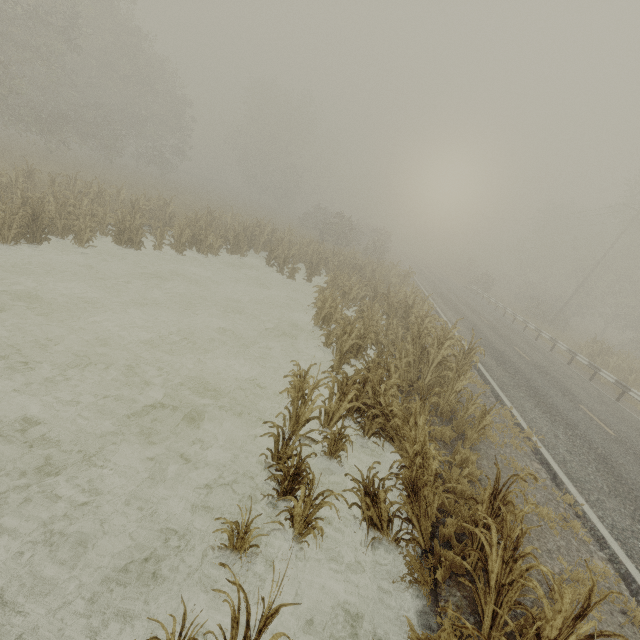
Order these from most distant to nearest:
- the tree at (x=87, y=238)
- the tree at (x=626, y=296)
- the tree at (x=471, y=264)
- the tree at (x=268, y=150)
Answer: the tree at (x=268, y=150), the tree at (x=471, y=264), the tree at (x=626, y=296), the tree at (x=87, y=238)

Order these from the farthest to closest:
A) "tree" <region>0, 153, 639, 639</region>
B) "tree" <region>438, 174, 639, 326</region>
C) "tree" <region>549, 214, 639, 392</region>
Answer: "tree" <region>438, 174, 639, 326</region>
"tree" <region>549, 214, 639, 392</region>
"tree" <region>0, 153, 639, 639</region>

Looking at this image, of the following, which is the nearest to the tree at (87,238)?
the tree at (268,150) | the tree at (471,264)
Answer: the tree at (471,264)

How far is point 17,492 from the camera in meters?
4.3 m

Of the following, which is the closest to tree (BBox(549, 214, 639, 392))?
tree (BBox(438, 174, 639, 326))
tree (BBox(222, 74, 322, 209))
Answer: tree (BBox(438, 174, 639, 326))

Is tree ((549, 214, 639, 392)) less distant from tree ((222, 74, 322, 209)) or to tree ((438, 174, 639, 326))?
tree ((438, 174, 639, 326))
